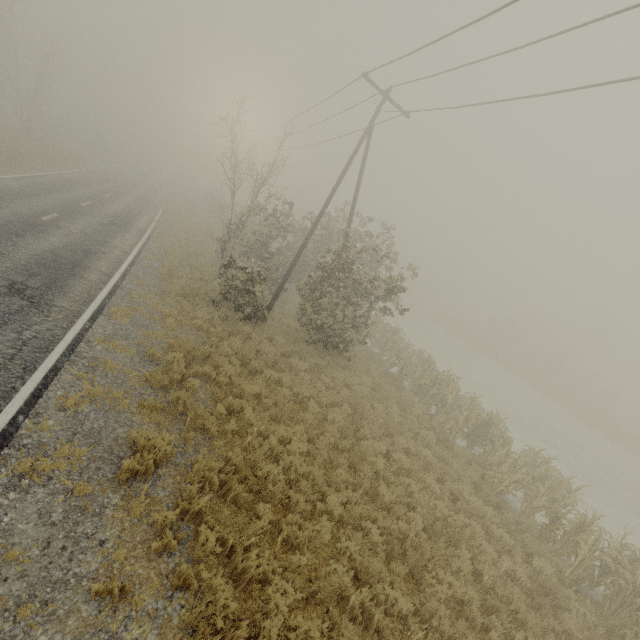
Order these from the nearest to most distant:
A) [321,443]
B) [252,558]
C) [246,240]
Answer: [252,558] < [321,443] < [246,240]

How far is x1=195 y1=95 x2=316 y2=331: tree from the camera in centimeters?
1406cm

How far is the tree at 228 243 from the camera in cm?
1406
